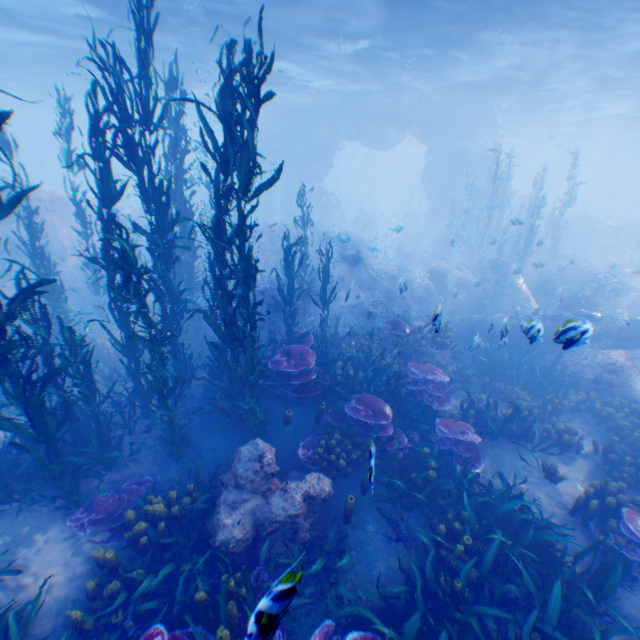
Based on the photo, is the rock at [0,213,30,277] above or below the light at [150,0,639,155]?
below

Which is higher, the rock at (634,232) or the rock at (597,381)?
the rock at (634,232)

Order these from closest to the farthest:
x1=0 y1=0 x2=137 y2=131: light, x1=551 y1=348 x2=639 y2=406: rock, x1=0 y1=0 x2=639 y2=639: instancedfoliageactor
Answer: x1=0 y1=0 x2=639 y2=639: instancedfoliageactor
x1=551 y1=348 x2=639 y2=406: rock
x1=0 y1=0 x2=137 y2=131: light

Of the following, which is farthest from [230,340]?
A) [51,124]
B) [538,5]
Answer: [51,124]

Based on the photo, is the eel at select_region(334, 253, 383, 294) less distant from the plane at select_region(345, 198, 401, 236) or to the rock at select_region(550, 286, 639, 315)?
the rock at select_region(550, 286, 639, 315)

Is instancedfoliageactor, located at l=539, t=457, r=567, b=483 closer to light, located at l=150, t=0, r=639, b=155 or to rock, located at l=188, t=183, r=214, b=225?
rock, located at l=188, t=183, r=214, b=225

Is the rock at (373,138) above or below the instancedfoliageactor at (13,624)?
above
